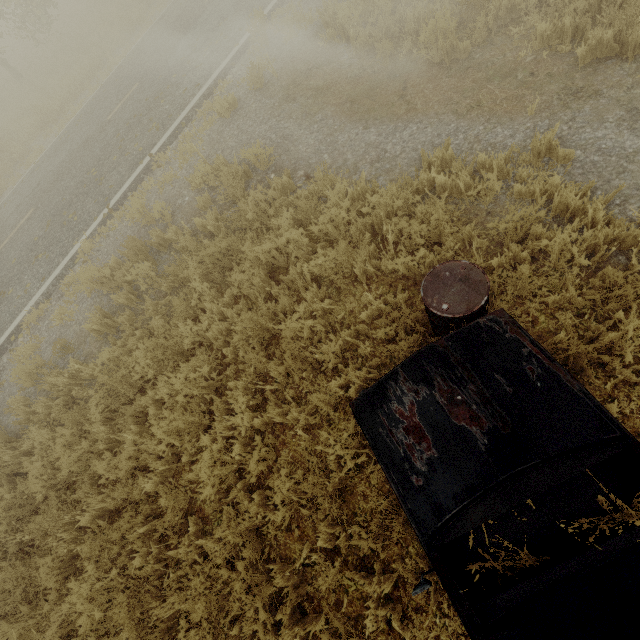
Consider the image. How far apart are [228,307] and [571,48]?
6.2 meters

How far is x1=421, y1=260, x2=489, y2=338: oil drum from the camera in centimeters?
281cm

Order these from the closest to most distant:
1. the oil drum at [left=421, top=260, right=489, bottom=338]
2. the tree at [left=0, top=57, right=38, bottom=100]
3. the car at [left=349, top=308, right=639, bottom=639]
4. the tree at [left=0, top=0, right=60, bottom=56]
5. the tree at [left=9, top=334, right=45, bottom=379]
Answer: the car at [left=349, top=308, right=639, bottom=639] → the oil drum at [left=421, top=260, right=489, bottom=338] → the tree at [left=9, top=334, right=45, bottom=379] → the tree at [left=0, top=0, right=60, bottom=56] → the tree at [left=0, top=57, right=38, bottom=100]

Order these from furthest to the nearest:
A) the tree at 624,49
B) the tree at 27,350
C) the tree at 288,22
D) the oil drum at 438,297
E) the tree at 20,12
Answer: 1. the tree at 20,12
2. the tree at 288,22
3. the tree at 27,350
4. the tree at 624,49
5. the oil drum at 438,297

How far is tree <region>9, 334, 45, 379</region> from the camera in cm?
567

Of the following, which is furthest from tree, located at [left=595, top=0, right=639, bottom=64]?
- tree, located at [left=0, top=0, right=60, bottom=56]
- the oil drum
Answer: tree, located at [left=0, top=0, right=60, bottom=56]

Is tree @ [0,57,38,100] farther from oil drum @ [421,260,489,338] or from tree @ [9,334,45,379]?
oil drum @ [421,260,489,338]

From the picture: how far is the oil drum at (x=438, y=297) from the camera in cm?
281
